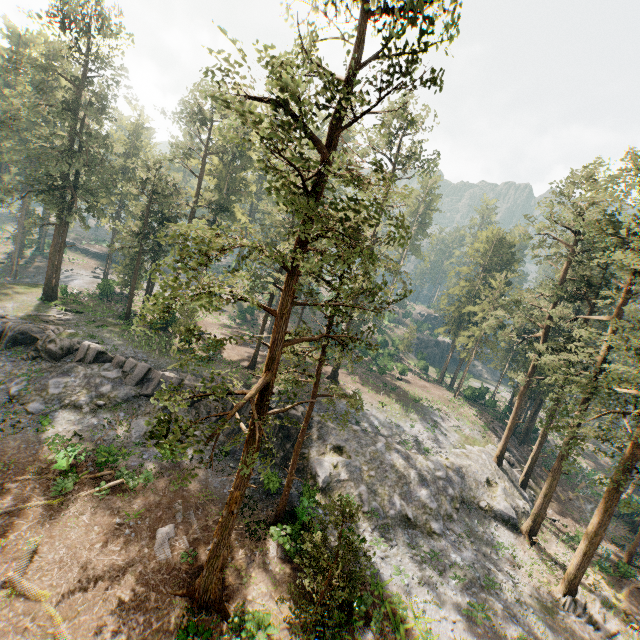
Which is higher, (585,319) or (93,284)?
(585,319)

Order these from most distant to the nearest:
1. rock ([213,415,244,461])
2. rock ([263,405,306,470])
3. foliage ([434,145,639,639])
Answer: rock ([263,405,306,470]) < rock ([213,415,244,461]) < foliage ([434,145,639,639])

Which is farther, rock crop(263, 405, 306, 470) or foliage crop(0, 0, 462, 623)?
rock crop(263, 405, 306, 470)

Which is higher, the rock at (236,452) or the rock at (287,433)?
the rock at (287,433)

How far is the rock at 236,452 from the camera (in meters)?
25.67

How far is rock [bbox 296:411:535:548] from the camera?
25.02m
